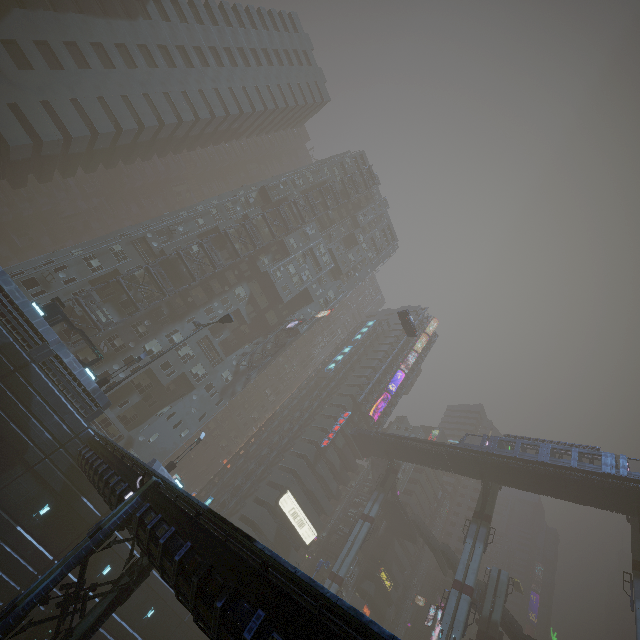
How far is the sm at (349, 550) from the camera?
43.7m

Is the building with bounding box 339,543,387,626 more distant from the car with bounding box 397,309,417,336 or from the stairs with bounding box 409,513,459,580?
the car with bounding box 397,309,417,336

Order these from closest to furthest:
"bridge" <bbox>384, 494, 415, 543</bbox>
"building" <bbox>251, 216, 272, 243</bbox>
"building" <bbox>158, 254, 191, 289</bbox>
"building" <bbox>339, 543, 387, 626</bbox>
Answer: "building" <bbox>158, 254, 191, 289</bbox>
"building" <bbox>251, 216, 272, 243</bbox>
"building" <bbox>339, 543, 387, 626</bbox>
"bridge" <bbox>384, 494, 415, 543</bbox>

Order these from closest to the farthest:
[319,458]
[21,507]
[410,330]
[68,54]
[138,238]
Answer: [21,507]
[68,54]
[138,238]
[410,330]
[319,458]

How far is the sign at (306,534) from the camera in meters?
48.1 m

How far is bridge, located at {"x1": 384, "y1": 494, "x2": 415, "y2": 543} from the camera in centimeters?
5812cm

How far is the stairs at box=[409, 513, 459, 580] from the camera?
50.56m

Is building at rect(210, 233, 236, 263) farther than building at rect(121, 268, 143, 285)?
Yes
